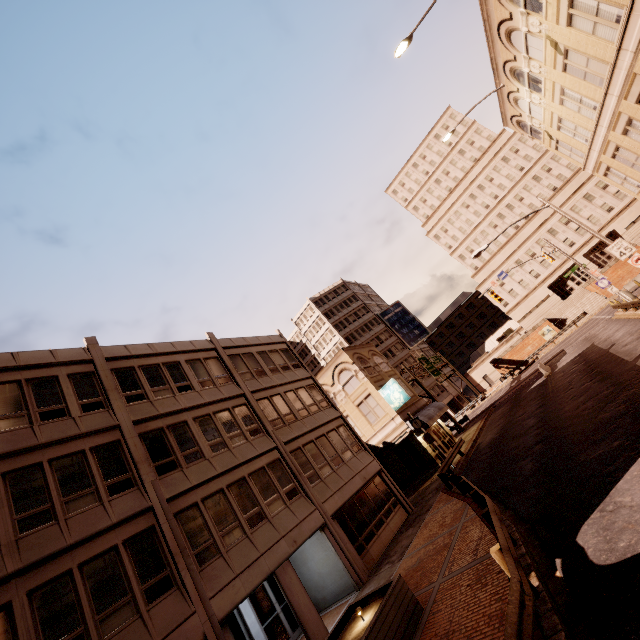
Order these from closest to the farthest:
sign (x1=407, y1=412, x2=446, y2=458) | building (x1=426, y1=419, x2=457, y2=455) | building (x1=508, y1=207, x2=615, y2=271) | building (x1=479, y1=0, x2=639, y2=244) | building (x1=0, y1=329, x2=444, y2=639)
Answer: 1. building (x1=0, y1=329, x2=444, y2=639)
2. building (x1=479, y1=0, x2=639, y2=244)
3. sign (x1=407, y1=412, x2=446, y2=458)
4. building (x1=426, y1=419, x2=457, y2=455)
5. building (x1=508, y1=207, x2=615, y2=271)

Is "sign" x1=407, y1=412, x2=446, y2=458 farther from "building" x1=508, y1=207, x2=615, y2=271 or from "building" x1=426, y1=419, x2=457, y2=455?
"building" x1=508, y1=207, x2=615, y2=271

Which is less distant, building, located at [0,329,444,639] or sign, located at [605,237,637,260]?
building, located at [0,329,444,639]

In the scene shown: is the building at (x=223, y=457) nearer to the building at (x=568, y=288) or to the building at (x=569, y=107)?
the building at (x=569, y=107)

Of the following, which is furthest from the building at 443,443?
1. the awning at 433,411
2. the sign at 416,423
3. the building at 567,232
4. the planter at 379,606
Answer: the building at 567,232

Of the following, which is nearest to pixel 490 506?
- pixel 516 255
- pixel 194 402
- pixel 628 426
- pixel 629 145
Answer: pixel 628 426

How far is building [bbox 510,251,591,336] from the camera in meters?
55.7 m

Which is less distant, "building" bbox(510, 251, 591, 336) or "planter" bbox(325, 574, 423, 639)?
"planter" bbox(325, 574, 423, 639)
